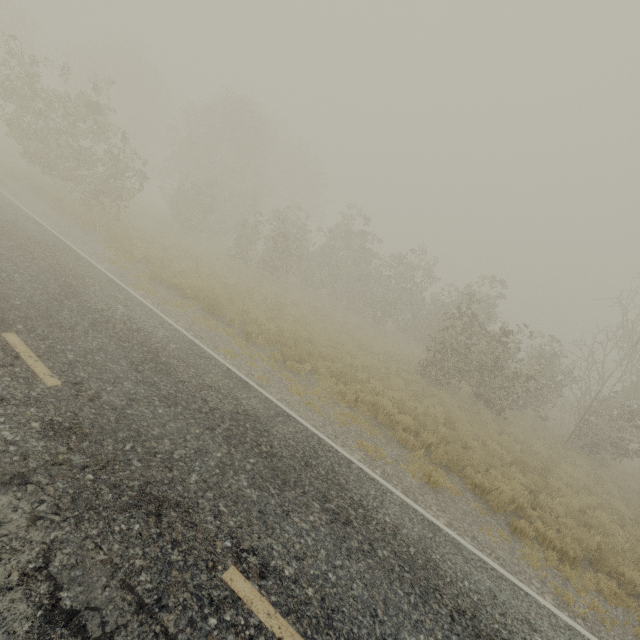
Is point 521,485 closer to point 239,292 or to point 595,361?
point 595,361
